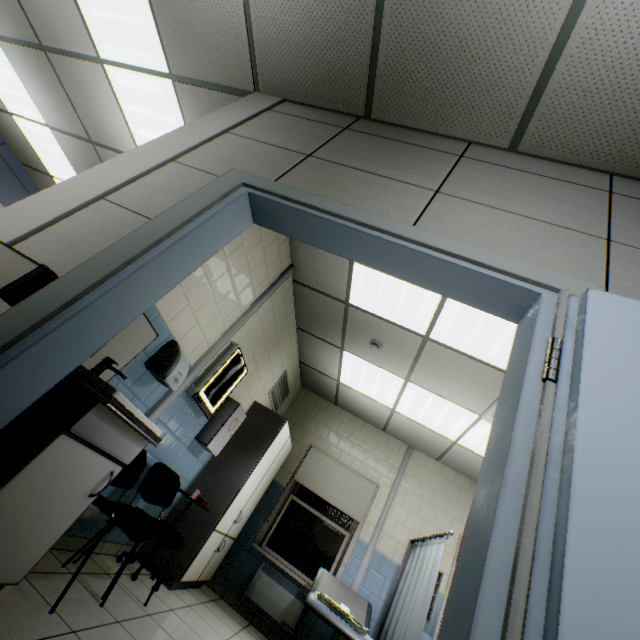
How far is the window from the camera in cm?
480

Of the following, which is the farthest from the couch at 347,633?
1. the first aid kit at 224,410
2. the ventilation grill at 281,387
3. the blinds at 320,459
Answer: the ventilation grill at 281,387

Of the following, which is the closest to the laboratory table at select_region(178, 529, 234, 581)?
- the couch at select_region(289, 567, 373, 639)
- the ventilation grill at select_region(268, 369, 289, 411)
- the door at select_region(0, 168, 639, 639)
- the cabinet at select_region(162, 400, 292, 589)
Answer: the cabinet at select_region(162, 400, 292, 589)

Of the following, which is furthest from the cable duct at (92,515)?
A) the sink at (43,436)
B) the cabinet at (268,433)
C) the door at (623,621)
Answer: the door at (623,621)

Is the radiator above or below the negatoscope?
below

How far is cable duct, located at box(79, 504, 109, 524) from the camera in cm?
252

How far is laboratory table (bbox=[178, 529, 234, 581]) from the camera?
3.5 meters

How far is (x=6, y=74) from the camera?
4.3m
